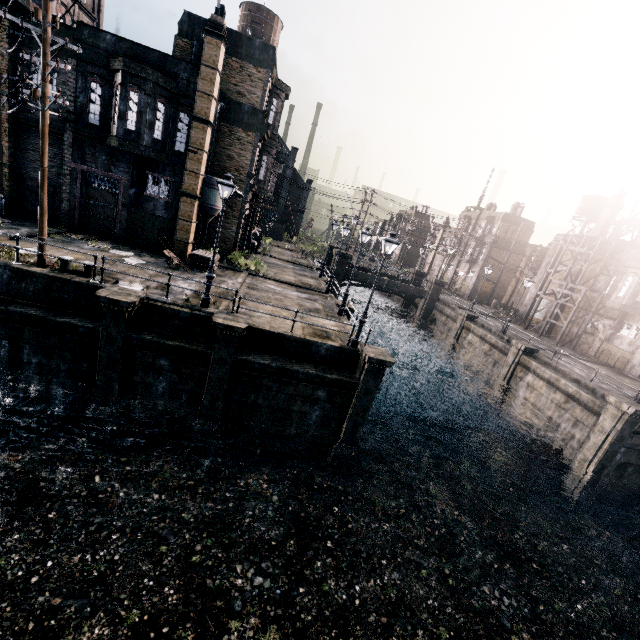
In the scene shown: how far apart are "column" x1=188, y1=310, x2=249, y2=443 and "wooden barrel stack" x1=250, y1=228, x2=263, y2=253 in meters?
23.1 m

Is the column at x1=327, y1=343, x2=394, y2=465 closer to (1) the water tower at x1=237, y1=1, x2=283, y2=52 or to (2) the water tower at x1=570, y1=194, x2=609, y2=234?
(1) the water tower at x1=237, y1=1, x2=283, y2=52

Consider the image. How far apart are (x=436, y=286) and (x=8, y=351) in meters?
39.1 m

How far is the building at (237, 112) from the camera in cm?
2386

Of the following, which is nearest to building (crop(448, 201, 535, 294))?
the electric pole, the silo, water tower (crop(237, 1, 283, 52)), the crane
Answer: the crane

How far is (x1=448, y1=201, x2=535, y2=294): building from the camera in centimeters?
Answer: 4943cm

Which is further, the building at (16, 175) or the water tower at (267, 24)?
the water tower at (267, 24)

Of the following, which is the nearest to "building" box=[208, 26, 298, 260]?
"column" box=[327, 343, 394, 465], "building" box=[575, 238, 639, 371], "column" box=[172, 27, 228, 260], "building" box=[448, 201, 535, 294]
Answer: "column" box=[172, 27, 228, 260]
